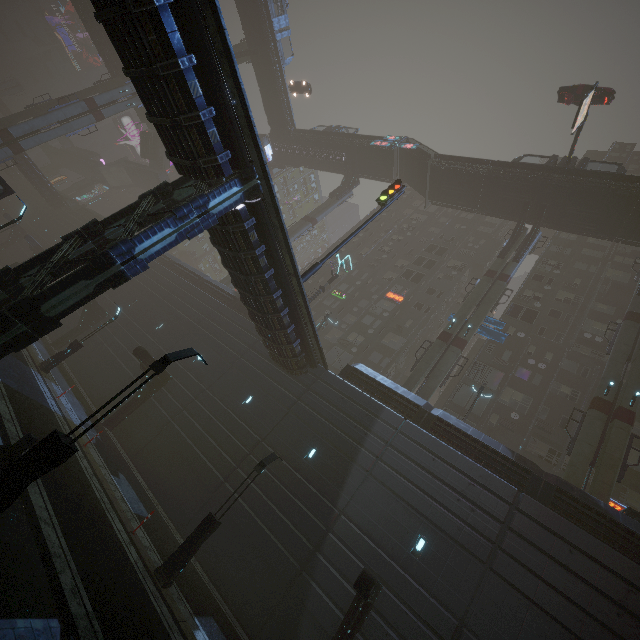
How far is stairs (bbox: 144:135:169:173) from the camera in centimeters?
5333cm

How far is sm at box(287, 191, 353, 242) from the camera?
41.7 meters

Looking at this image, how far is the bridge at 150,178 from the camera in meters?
55.0

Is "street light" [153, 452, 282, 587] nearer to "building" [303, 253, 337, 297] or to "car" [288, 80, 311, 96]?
"building" [303, 253, 337, 297]

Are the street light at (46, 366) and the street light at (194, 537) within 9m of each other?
no

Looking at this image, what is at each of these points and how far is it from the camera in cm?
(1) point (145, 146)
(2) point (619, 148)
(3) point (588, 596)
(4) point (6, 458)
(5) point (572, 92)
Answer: (1) bridge, 5291
(2) building, 5059
(3) building, 1216
(4) barrier, 850
(5) car, 3017

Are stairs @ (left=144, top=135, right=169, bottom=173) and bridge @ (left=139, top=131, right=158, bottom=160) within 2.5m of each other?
yes

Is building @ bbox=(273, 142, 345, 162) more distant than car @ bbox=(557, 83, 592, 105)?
Yes
